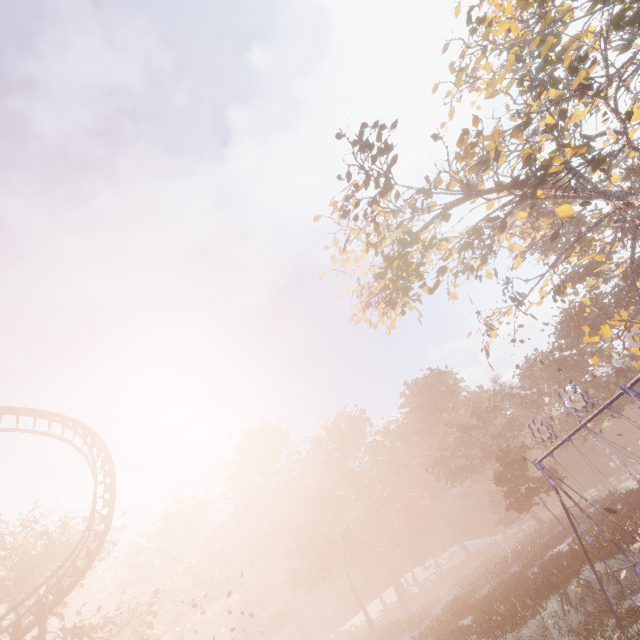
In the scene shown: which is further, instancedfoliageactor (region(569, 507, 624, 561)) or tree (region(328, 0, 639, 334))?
instancedfoliageactor (region(569, 507, 624, 561))

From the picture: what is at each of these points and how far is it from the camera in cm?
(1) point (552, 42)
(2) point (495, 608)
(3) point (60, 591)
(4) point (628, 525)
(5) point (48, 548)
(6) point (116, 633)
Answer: (1) tree, 1391
(2) instancedfoliageactor, 1939
(3) roller coaster, 1572
(4) instancedfoliageactor, 2038
(5) tree, 2325
(6) tree, 2350

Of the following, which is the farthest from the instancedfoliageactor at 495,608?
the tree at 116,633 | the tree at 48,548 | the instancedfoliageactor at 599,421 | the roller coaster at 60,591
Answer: the tree at 48,548

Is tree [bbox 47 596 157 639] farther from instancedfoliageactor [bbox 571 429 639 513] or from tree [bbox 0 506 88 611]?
instancedfoliageactor [bbox 571 429 639 513]

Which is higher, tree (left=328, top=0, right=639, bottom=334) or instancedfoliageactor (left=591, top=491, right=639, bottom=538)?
tree (left=328, top=0, right=639, bottom=334)

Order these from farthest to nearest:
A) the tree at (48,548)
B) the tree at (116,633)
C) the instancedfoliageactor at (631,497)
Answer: the instancedfoliageactor at (631,497), the tree at (48,548), the tree at (116,633)

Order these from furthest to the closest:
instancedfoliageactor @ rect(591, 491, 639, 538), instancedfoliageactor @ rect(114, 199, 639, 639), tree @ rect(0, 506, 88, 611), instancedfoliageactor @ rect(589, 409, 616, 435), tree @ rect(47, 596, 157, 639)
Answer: instancedfoliageactor @ rect(589, 409, 616, 435)
instancedfoliageactor @ rect(114, 199, 639, 639)
tree @ rect(0, 506, 88, 611)
tree @ rect(47, 596, 157, 639)
instancedfoliageactor @ rect(591, 491, 639, 538)

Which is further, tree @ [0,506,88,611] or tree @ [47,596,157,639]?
tree @ [0,506,88,611]
